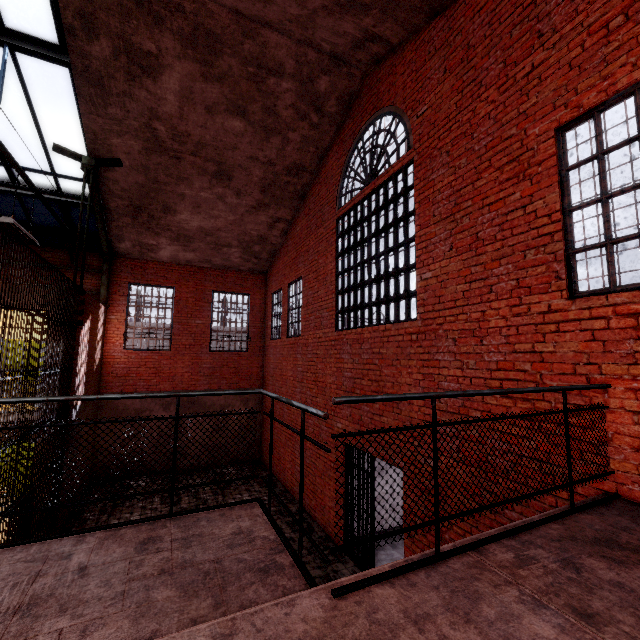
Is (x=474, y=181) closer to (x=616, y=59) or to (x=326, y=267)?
(x=616, y=59)

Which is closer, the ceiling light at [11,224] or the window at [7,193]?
the ceiling light at [11,224]

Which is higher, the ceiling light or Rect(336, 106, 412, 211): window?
Rect(336, 106, 412, 211): window

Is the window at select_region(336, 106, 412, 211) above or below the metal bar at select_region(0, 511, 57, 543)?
above

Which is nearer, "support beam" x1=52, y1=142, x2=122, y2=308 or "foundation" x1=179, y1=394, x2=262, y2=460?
"support beam" x1=52, y1=142, x2=122, y2=308

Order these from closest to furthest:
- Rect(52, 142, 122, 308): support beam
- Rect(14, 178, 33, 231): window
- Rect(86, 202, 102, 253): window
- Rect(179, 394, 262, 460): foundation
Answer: Rect(52, 142, 122, 308): support beam, Rect(14, 178, 33, 231): window, Rect(86, 202, 102, 253): window, Rect(179, 394, 262, 460): foundation

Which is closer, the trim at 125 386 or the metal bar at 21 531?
the metal bar at 21 531

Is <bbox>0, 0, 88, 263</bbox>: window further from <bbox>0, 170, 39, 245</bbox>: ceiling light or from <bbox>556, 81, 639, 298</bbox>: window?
<bbox>556, 81, 639, 298</bbox>: window
